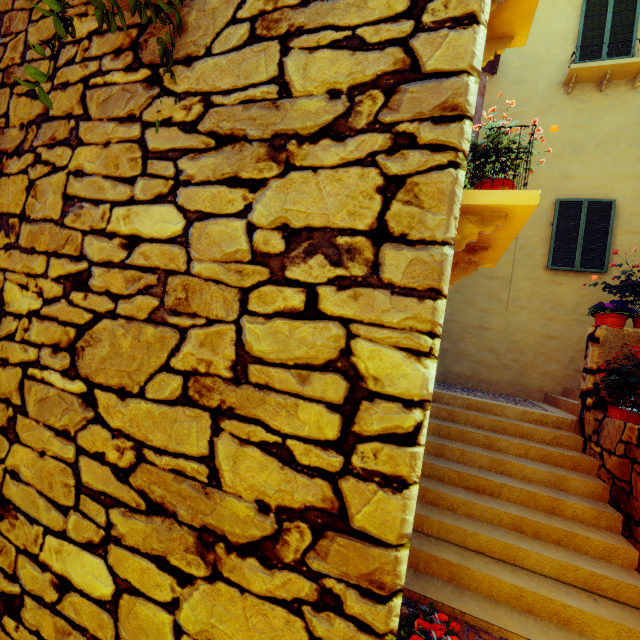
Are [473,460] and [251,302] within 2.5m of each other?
no

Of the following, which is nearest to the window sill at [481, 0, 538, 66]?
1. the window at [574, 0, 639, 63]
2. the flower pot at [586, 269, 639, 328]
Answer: the flower pot at [586, 269, 639, 328]

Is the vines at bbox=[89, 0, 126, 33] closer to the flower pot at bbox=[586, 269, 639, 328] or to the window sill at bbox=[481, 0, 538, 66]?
the window sill at bbox=[481, 0, 538, 66]

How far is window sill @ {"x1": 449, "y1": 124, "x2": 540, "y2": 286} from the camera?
2.0m

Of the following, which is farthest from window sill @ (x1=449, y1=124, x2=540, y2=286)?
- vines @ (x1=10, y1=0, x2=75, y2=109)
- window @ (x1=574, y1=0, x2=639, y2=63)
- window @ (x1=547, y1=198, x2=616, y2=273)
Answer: window @ (x1=574, y1=0, x2=639, y2=63)

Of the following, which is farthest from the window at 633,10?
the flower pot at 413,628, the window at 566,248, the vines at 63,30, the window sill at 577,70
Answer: the flower pot at 413,628

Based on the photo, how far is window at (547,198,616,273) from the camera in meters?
7.1

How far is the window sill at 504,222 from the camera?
2.0m
